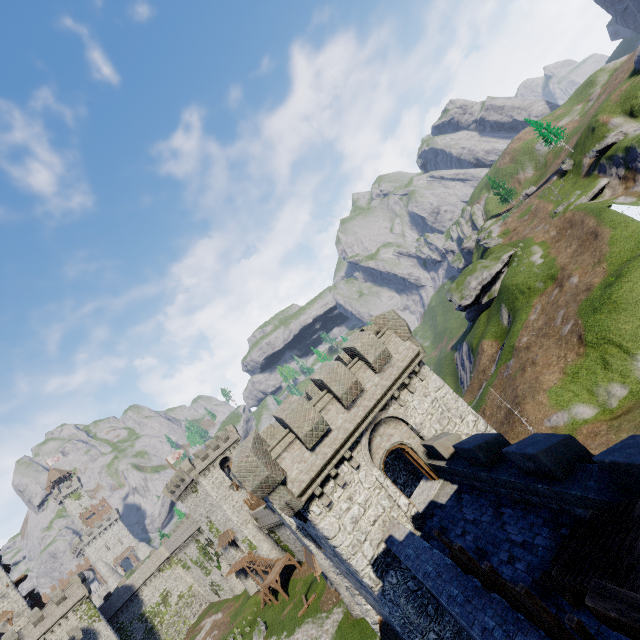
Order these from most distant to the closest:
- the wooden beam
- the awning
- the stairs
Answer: the awning → the stairs → the wooden beam

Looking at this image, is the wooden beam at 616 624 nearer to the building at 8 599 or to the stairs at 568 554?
the stairs at 568 554

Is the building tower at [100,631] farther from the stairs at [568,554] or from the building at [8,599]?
the stairs at [568,554]

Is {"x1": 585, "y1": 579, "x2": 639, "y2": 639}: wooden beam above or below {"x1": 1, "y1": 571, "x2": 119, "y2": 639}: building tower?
below

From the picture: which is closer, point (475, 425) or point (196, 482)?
point (475, 425)

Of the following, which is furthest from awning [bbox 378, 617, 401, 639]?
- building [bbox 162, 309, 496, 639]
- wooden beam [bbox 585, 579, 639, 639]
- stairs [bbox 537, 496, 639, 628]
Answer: wooden beam [bbox 585, 579, 639, 639]

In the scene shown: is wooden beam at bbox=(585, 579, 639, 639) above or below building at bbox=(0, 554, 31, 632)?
below

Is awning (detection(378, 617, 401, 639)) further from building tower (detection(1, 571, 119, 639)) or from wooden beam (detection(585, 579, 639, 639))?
building tower (detection(1, 571, 119, 639))
